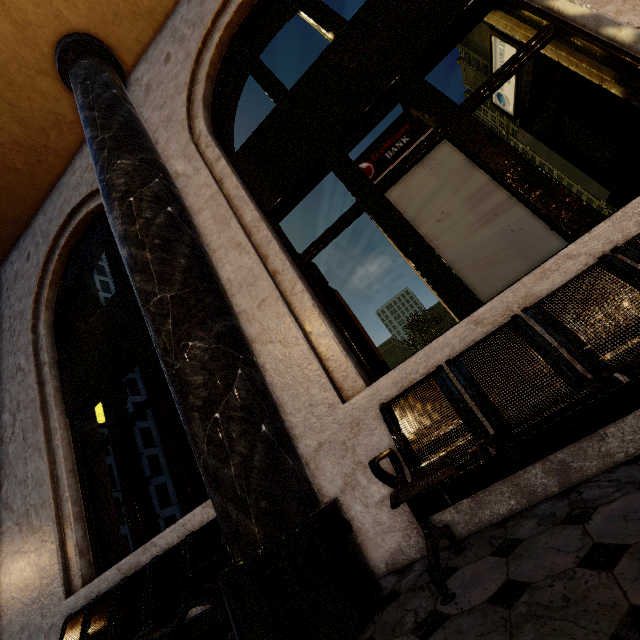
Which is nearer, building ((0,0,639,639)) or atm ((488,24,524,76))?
building ((0,0,639,639))

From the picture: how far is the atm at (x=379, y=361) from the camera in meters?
3.8

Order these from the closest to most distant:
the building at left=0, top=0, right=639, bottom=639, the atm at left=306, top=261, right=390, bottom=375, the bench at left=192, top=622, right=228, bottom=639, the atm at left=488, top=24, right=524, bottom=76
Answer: the building at left=0, top=0, right=639, bottom=639, the bench at left=192, top=622, right=228, bottom=639, the atm at left=488, top=24, right=524, bottom=76, the atm at left=306, top=261, right=390, bottom=375

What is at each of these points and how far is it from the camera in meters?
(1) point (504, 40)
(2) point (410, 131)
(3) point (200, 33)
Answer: (1) atm, 3.0 m
(2) atm, 3.3 m
(3) building, 4.0 m

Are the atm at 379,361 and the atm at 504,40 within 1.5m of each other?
no

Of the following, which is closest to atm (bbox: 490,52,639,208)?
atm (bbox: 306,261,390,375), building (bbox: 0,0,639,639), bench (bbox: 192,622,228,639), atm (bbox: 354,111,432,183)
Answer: building (bbox: 0,0,639,639)

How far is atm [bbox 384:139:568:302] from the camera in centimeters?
259cm

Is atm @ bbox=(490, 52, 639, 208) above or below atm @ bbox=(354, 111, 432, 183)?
below
